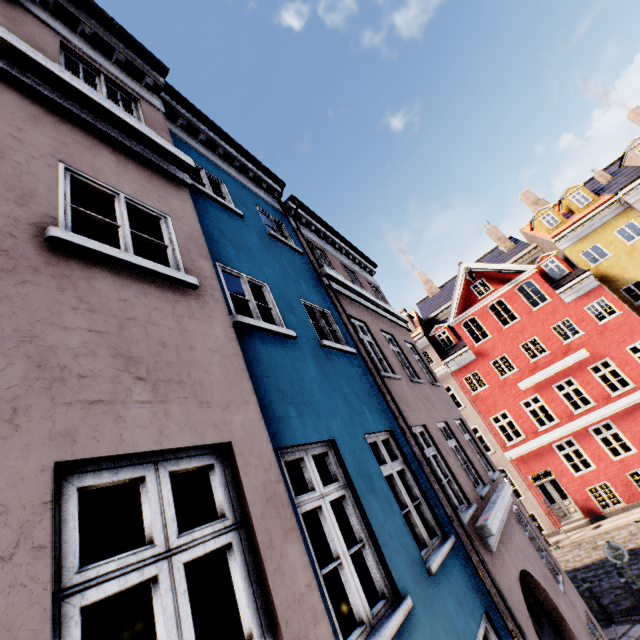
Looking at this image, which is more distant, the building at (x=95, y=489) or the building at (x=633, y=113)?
the building at (x=633, y=113)

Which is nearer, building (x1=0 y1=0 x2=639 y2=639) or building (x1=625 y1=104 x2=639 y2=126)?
building (x1=0 y1=0 x2=639 y2=639)

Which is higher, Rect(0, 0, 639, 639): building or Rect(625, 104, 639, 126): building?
Rect(625, 104, 639, 126): building

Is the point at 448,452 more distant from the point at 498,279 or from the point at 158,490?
the point at 498,279

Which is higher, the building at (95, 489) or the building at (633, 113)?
the building at (633, 113)
